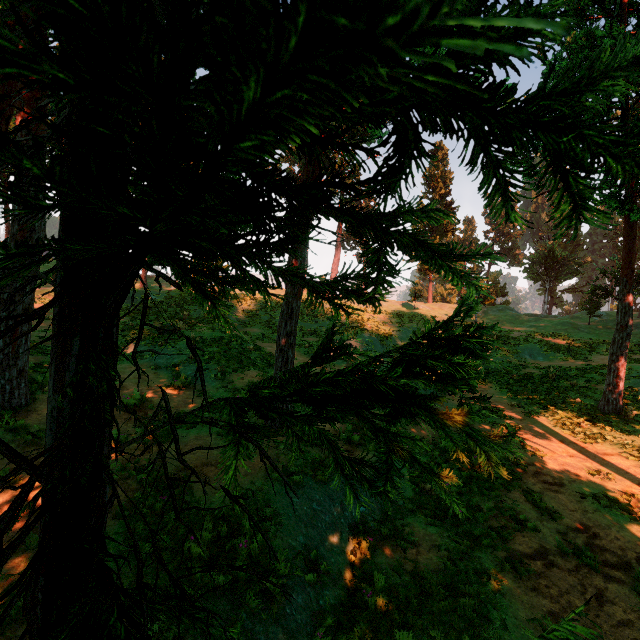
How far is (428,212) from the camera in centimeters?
133cm
